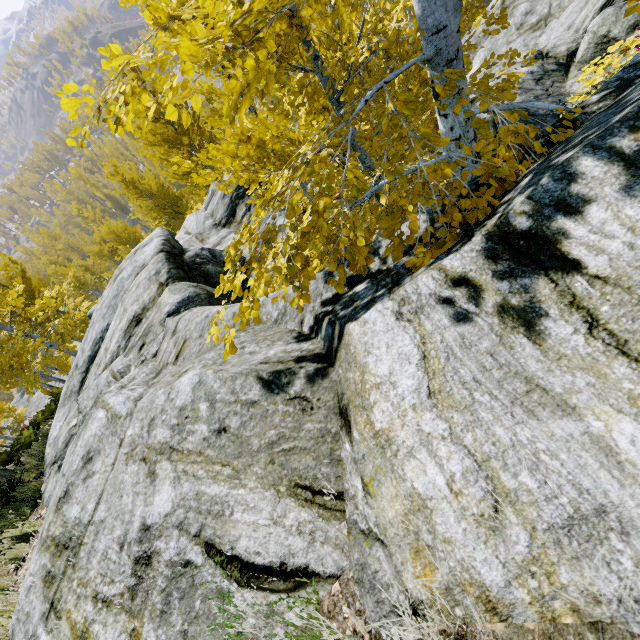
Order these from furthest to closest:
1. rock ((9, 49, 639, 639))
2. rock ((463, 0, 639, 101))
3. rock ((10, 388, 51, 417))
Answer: rock ((10, 388, 51, 417))
rock ((463, 0, 639, 101))
rock ((9, 49, 639, 639))

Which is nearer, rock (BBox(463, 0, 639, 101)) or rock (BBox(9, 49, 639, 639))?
rock (BBox(9, 49, 639, 639))

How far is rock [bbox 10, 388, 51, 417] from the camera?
33.5m

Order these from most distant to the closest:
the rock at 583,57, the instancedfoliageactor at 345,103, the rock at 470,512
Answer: the rock at 583,57
the instancedfoliageactor at 345,103
the rock at 470,512

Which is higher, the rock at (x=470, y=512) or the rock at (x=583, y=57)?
the rock at (x=470, y=512)

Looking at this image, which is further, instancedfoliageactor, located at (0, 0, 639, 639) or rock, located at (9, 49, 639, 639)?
instancedfoliageactor, located at (0, 0, 639, 639)

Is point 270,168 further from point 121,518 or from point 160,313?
point 121,518
